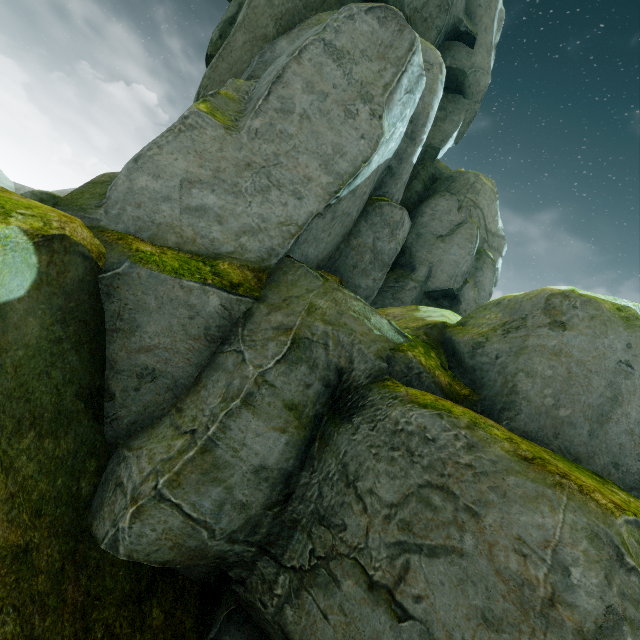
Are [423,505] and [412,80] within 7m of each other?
no
